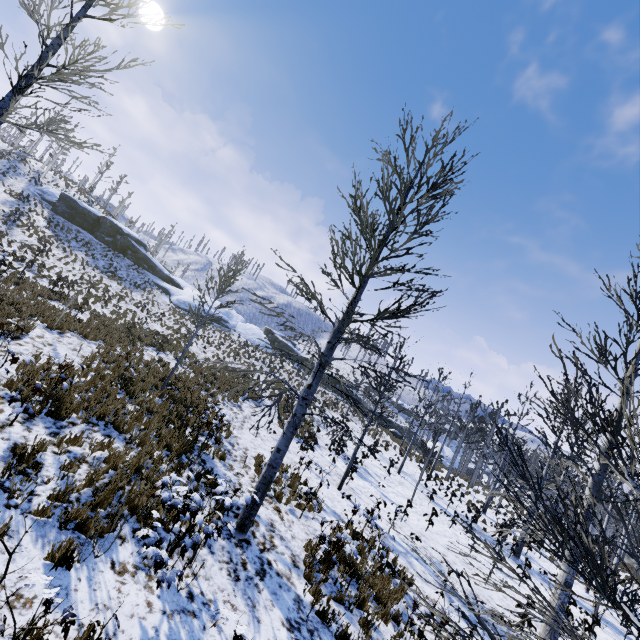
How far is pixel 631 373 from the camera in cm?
767

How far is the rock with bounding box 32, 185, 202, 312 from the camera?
36.1 meters

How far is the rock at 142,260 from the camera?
36.1m
